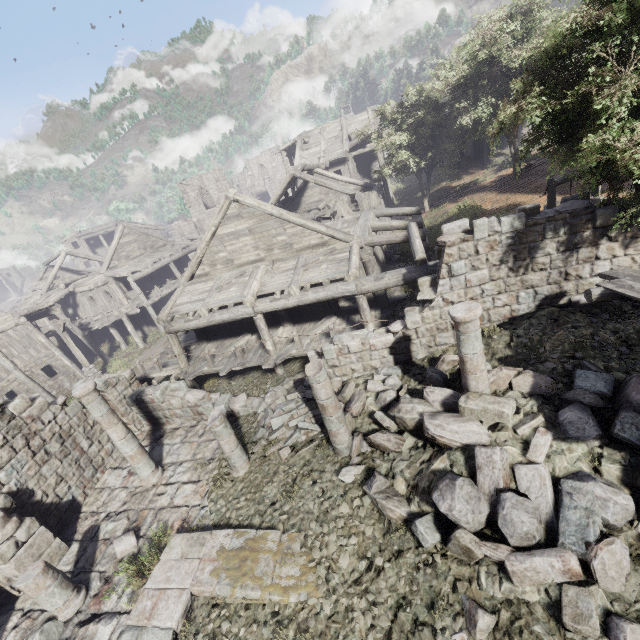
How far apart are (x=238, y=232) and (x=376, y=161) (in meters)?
22.84

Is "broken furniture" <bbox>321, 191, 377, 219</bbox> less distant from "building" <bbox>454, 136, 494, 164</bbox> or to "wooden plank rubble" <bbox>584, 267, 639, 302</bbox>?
"building" <bbox>454, 136, 494, 164</bbox>

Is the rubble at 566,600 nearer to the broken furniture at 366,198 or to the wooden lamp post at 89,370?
the broken furniture at 366,198

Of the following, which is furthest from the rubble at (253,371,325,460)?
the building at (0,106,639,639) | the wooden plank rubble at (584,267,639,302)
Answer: the wooden plank rubble at (584,267,639,302)

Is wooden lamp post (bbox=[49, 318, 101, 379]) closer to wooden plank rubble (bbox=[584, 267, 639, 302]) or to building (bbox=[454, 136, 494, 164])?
building (bbox=[454, 136, 494, 164])

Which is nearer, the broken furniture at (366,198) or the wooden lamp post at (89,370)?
the broken furniture at (366,198)

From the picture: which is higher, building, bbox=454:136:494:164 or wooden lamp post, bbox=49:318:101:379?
building, bbox=454:136:494:164

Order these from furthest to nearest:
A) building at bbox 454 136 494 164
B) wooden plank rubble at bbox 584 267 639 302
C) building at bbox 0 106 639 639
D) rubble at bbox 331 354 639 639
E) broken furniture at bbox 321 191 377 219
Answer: building at bbox 454 136 494 164
broken furniture at bbox 321 191 377 219
building at bbox 0 106 639 639
wooden plank rubble at bbox 584 267 639 302
rubble at bbox 331 354 639 639
